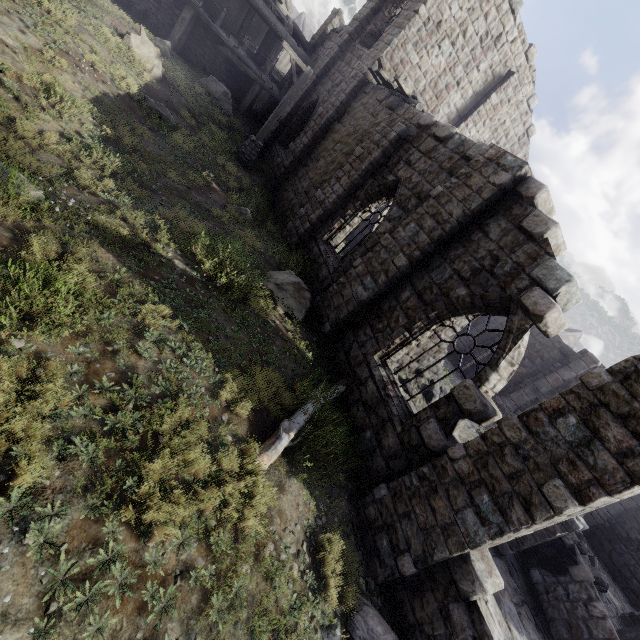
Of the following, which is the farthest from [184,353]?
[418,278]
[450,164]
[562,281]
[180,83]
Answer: [180,83]

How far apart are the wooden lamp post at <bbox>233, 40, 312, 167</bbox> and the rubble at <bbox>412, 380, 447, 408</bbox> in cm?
1156

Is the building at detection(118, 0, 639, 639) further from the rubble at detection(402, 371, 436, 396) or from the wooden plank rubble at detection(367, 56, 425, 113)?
the rubble at detection(402, 371, 436, 396)

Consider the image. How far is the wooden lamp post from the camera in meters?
13.0 m

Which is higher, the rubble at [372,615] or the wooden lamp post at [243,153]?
the wooden lamp post at [243,153]

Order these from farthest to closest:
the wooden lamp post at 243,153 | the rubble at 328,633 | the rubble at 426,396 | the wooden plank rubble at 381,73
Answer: the wooden lamp post at 243,153 < the rubble at 426,396 < the wooden plank rubble at 381,73 < the rubble at 328,633

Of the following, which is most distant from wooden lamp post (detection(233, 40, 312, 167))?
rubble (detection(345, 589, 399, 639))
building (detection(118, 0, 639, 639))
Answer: rubble (detection(345, 589, 399, 639))

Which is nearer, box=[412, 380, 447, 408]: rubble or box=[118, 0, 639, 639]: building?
box=[118, 0, 639, 639]: building
